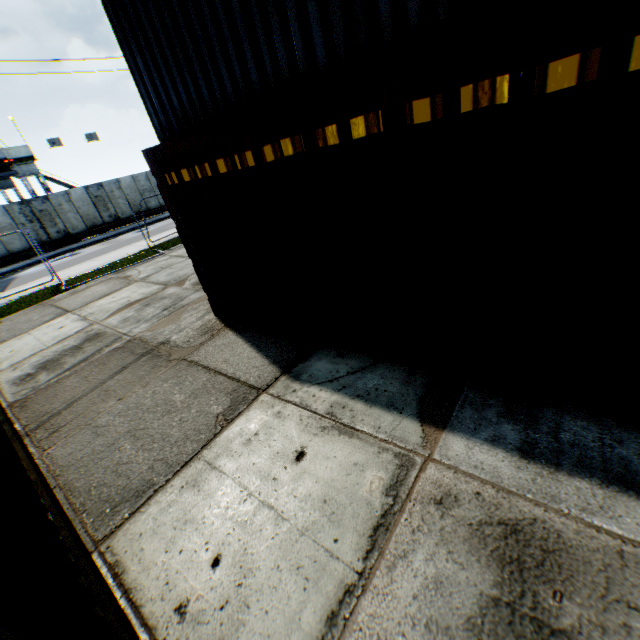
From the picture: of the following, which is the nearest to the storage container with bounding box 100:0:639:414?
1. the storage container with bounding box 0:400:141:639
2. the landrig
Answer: the storage container with bounding box 0:400:141:639

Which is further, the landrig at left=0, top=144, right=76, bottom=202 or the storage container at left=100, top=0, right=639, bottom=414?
the landrig at left=0, top=144, right=76, bottom=202

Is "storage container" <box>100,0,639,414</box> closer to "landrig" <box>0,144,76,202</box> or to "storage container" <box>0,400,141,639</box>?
"storage container" <box>0,400,141,639</box>

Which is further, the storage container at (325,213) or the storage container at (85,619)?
the storage container at (325,213)

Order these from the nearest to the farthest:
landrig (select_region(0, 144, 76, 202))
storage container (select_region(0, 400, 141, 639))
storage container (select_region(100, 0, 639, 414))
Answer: storage container (select_region(0, 400, 141, 639)), storage container (select_region(100, 0, 639, 414)), landrig (select_region(0, 144, 76, 202))

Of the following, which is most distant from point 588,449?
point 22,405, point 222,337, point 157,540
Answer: point 22,405

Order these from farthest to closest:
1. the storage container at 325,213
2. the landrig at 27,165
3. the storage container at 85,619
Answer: the landrig at 27,165 < the storage container at 325,213 < the storage container at 85,619

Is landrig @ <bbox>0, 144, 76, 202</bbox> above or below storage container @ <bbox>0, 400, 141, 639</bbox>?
above
